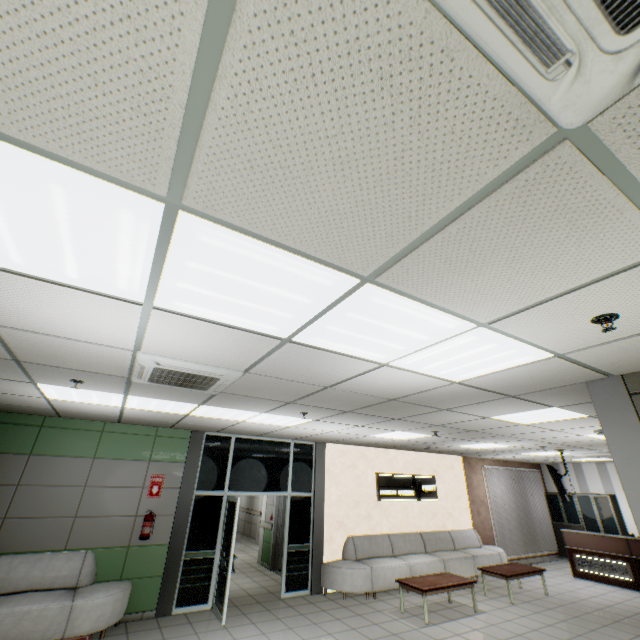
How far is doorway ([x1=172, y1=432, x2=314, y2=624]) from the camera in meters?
6.4 m

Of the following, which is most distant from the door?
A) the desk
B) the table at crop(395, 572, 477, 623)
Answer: the desk

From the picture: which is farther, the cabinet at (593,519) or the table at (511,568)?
the cabinet at (593,519)

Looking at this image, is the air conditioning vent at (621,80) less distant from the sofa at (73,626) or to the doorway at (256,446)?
the sofa at (73,626)

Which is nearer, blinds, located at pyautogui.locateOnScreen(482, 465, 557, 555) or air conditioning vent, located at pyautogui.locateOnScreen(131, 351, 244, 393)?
air conditioning vent, located at pyautogui.locateOnScreen(131, 351, 244, 393)

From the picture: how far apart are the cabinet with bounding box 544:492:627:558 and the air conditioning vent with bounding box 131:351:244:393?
14.55m

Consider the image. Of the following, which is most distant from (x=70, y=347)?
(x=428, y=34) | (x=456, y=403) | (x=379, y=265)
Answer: (x=456, y=403)

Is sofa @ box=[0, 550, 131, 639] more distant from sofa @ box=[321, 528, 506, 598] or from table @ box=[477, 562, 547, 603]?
table @ box=[477, 562, 547, 603]
